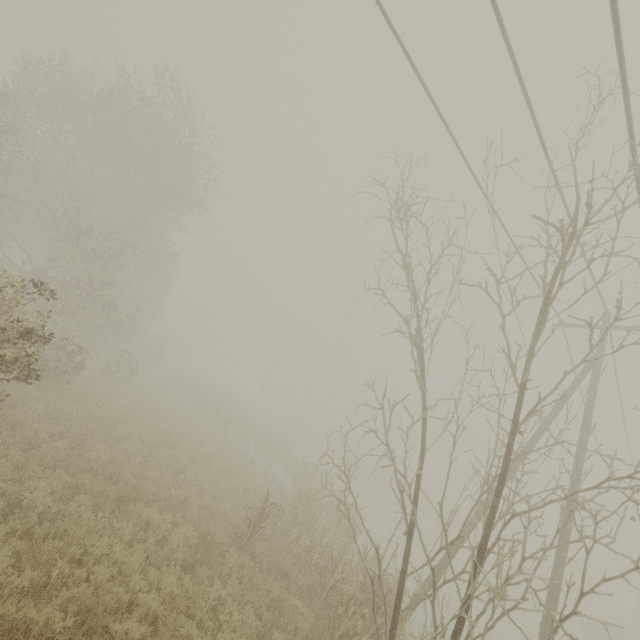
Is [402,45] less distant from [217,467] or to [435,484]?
[217,467]

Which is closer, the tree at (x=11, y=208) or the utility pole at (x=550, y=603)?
the tree at (x=11, y=208)

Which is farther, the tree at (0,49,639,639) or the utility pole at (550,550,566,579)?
the utility pole at (550,550,566,579)

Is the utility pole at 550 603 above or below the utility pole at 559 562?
below

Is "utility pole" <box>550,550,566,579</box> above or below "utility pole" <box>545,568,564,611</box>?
above

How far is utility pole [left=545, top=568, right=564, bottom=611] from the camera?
8.5 meters
